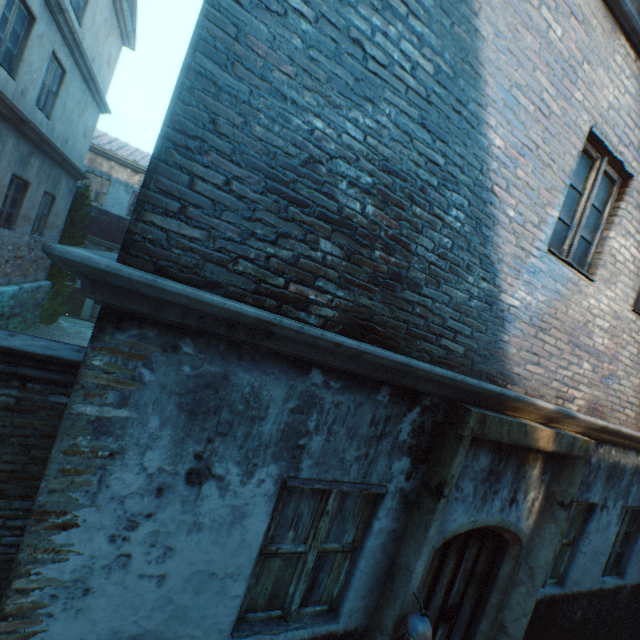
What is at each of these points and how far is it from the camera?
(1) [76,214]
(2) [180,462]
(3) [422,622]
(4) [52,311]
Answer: (1) tree, 12.15m
(2) building, 2.10m
(3) lantern, 2.72m
(4) tree, 12.31m

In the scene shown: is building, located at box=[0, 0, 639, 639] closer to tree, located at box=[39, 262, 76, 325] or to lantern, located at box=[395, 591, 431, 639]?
lantern, located at box=[395, 591, 431, 639]

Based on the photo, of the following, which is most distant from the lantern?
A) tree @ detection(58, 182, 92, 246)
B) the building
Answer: tree @ detection(58, 182, 92, 246)

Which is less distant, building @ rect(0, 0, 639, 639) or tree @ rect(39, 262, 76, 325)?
building @ rect(0, 0, 639, 639)

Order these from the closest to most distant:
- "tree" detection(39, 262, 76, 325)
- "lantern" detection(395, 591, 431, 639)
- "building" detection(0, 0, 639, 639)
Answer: "building" detection(0, 0, 639, 639)
"lantern" detection(395, 591, 431, 639)
"tree" detection(39, 262, 76, 325)

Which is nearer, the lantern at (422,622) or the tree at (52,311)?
the lantern at (422,622)

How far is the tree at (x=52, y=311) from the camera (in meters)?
11.91
